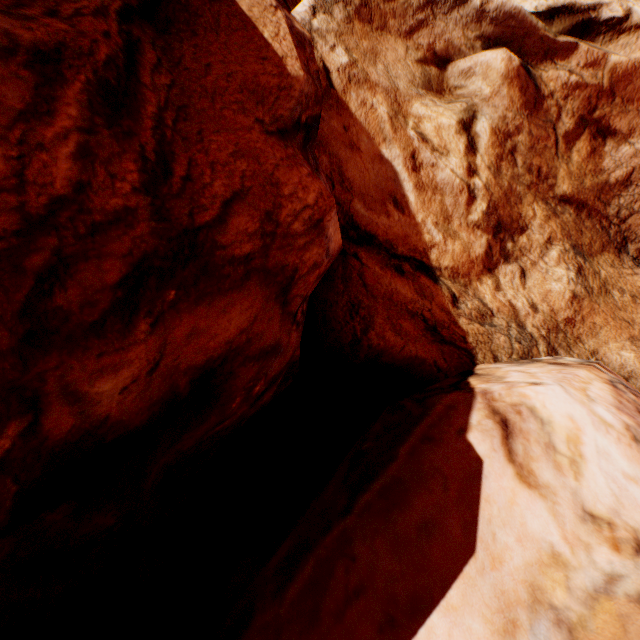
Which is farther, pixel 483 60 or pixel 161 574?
pixel 483 60
